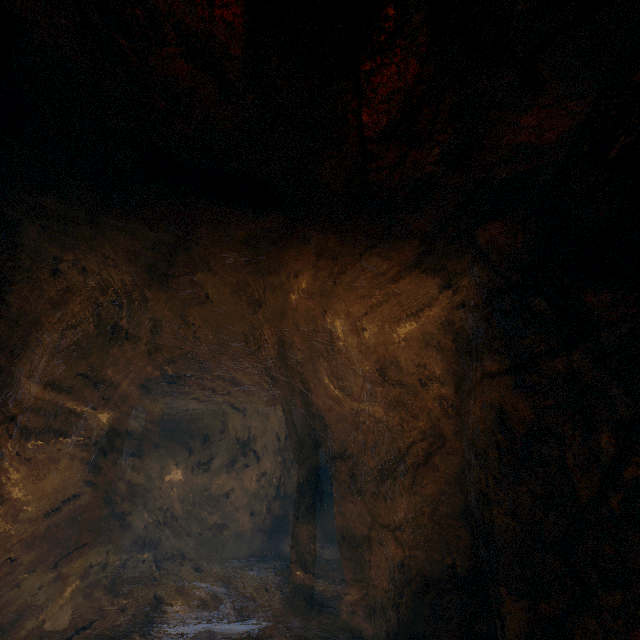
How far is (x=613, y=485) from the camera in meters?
2.2 m

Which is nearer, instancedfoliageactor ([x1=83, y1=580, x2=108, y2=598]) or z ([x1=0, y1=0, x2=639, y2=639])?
z ([x1=0, y1=0, x2=639, y2=639])

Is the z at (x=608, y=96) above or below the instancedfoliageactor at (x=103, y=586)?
above

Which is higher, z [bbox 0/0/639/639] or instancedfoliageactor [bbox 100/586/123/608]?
z [bbox 0/0/639/639]

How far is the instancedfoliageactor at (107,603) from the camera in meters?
6.0

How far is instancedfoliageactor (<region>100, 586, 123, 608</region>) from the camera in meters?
6.0

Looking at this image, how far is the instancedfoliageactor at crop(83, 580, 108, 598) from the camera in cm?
646

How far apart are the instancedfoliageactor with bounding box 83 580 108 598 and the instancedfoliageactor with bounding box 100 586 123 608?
0.1 meters
